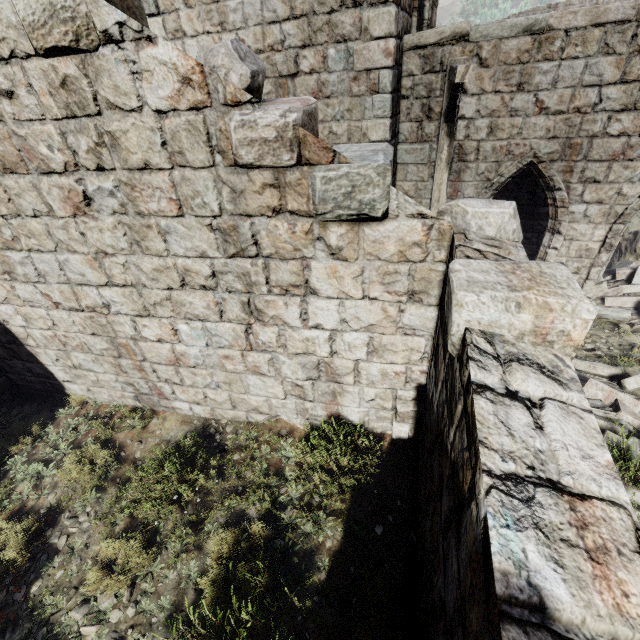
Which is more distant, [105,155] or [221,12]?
[221,12]

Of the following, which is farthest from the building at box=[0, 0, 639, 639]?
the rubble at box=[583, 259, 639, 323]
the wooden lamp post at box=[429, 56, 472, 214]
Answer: the wooden lamp post at box=[429, 56, 472, 214]

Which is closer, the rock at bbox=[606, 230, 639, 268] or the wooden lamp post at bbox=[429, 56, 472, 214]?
the wooden lamp post at bbox=[429, 56, 472, 214]

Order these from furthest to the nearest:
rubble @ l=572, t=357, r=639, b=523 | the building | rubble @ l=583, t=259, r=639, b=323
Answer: rubble @ l=583, t=259, r=639, b=323 < rubble @ l=572, t=357, r=639, b=523 < the building

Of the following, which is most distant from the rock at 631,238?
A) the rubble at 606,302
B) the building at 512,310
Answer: the building at 512,310

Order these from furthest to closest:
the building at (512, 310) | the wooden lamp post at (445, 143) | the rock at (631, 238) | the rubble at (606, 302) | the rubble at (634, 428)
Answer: the rock at (631, 238) < the rubble at (606, 302) < the wooden lamp post at (445, 143) < the rubble at (634, 428) < the building at (512, 310)

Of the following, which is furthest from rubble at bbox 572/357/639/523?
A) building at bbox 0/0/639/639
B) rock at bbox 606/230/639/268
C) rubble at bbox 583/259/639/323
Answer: rock at bbox 606/230/639/268

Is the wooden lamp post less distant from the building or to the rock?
the building
